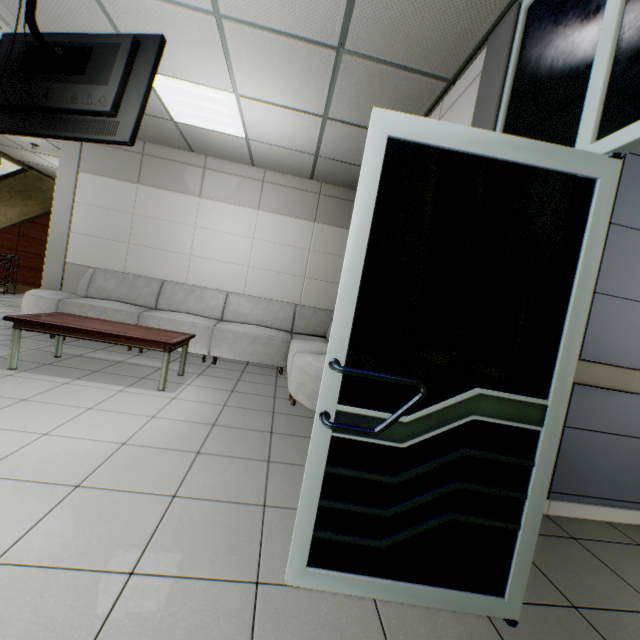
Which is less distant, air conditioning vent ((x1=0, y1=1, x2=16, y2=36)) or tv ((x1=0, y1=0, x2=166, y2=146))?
tv ((x1=0, y1=0, x2=166, y2=146))

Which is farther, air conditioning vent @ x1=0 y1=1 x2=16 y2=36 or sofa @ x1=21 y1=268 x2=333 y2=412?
sofa @ x1=21 y1=268 x2=333 y2=412

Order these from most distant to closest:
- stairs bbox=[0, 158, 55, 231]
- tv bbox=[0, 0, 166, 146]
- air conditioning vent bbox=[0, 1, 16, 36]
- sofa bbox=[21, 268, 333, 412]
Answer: stairs bbox=[0, 158, 55, 231] < sofa bbox=[21, 268, 333, 412] < air conditioning vent bbox=[0, 1, 16, 36] < tv bbox=[0, 0, 166, 146]

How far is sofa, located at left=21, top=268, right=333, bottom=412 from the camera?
3.78m

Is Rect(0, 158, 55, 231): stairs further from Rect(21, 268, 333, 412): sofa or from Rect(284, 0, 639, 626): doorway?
Rect(284, 0, 639, 626): doorway

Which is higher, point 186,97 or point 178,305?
point 186,97

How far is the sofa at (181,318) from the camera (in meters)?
3.78

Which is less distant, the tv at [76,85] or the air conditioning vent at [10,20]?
the tv at [76,85]
